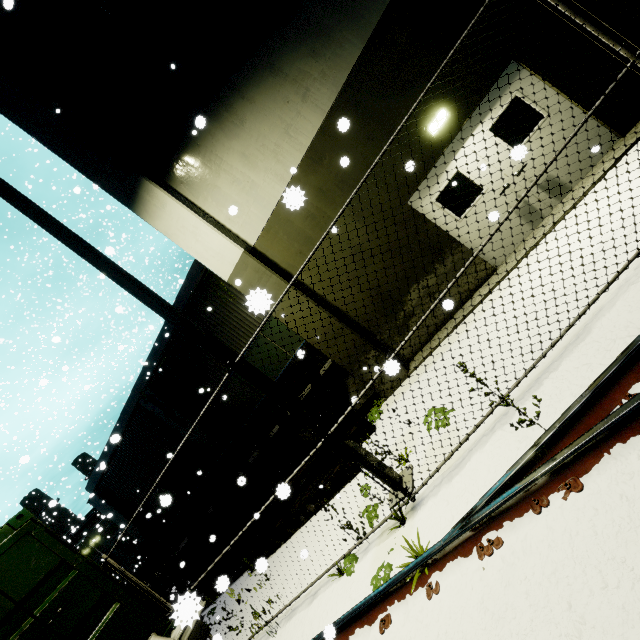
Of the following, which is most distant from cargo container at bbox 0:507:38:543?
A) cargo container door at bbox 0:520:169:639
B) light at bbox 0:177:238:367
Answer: light at bbox 0:177:238:367

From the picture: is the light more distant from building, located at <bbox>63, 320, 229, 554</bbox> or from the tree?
the tree

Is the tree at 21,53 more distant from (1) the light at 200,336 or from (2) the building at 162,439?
(1) the light at 200,336

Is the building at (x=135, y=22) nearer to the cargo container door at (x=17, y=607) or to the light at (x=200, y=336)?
the cargo container door at (x=17, y=607)

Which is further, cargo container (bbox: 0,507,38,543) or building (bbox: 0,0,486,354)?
building (bbox: 0,0,486,354)

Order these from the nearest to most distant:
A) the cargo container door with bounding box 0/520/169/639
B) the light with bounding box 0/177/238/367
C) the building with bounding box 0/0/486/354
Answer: the cargo container door with bounding box 0/520/169/639 → the light with bounding box 0/177/238/367 → the building with bounding box 0/0/486/354

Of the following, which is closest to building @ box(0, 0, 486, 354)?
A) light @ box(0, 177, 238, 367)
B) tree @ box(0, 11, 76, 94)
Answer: tree @ box(0, 11, 76, 94)

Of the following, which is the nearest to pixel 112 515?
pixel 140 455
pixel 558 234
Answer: pixel 140 455
